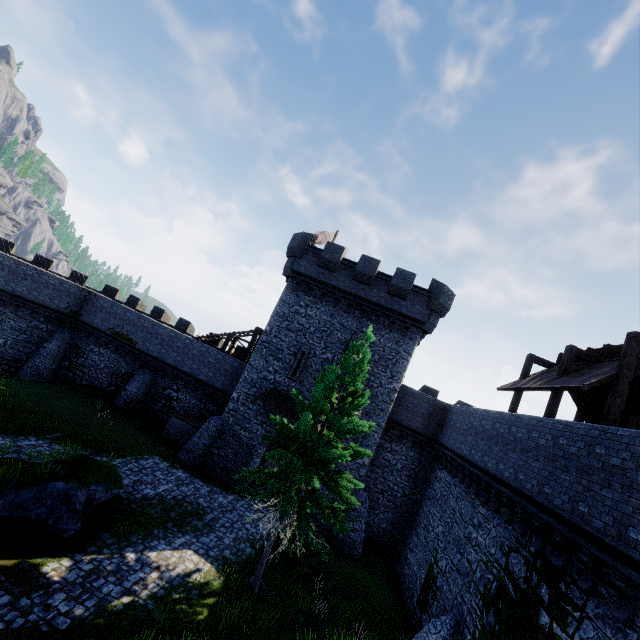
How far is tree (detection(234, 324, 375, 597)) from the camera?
11.2 meters

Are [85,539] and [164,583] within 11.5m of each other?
yes

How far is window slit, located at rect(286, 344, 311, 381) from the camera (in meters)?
21.14

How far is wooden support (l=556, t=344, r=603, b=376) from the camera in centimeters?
1254cm

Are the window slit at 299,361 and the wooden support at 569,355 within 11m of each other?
no

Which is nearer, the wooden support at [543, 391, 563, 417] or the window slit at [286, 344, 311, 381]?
the wooden support at [543, 391, 563, 417]

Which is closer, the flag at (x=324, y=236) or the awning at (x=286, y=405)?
the awning at (x=286, y=405)

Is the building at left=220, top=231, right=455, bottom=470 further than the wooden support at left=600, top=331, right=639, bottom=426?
Yes
